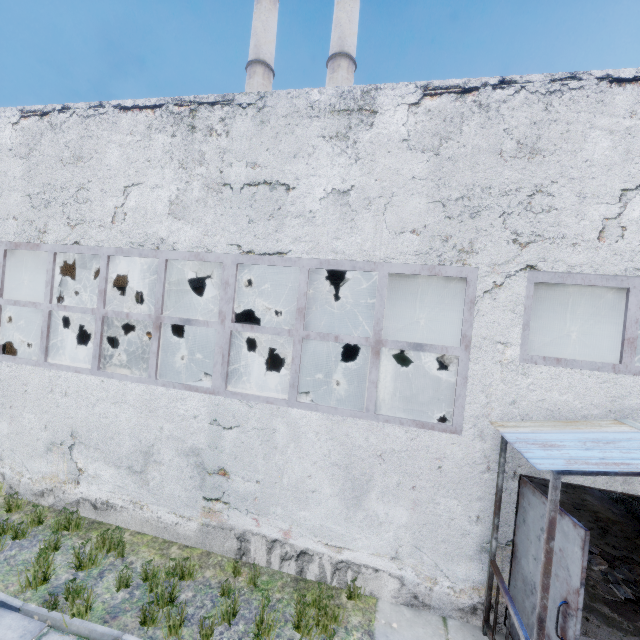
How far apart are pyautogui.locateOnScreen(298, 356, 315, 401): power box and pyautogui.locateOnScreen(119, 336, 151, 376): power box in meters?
7.3

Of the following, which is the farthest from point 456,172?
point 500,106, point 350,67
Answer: point 350,67

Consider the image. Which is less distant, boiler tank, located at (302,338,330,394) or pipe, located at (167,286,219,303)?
pipe, located at (167,286,219,303)

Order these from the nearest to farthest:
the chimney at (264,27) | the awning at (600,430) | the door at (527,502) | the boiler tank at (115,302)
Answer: the awning at (600,430)
the door at (527,502)
the boiler tank at (115,302)
the chimney at (264,27)

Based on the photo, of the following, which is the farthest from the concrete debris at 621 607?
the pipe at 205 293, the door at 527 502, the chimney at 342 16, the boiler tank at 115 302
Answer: the chimney at 342 16

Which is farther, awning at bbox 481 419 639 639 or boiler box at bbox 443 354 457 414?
boiler box at bbox 443 354 457 414

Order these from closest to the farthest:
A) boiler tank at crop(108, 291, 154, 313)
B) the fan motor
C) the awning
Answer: the awning < the fan motor < boiler tank at crop(108, 291, 154, 313)

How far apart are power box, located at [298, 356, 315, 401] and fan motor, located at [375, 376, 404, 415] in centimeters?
208cm
